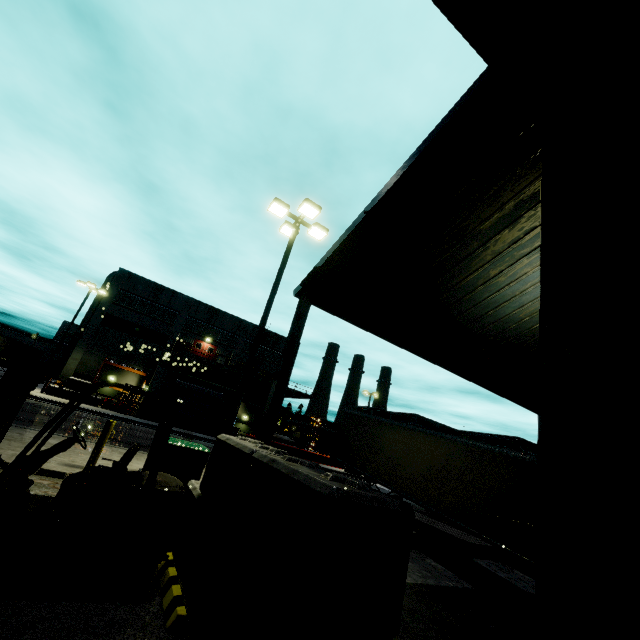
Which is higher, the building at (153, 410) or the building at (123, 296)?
the building at (123, 296)

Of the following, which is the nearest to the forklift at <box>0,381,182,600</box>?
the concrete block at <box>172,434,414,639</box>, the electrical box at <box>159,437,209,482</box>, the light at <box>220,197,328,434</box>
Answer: the concrete block at <box>172,434,414,639</box>

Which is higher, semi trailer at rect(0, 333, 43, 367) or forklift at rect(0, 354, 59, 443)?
semi trailer at rect(0, 333, 43, 367)

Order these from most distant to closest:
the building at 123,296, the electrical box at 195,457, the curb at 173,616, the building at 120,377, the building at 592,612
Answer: the building at 120,377
the building at 123,296
the electrical box at 195,457
the curb at 173,616
the building at 592,612

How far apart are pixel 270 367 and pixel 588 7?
44.5 meters

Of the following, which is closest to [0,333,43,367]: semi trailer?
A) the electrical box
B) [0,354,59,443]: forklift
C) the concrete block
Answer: the concrete block

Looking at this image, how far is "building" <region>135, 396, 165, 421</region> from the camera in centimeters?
2939cm

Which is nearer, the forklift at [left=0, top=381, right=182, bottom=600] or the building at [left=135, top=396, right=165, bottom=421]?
the forklift at [left=0, top=381, right=182, bottom=600]
